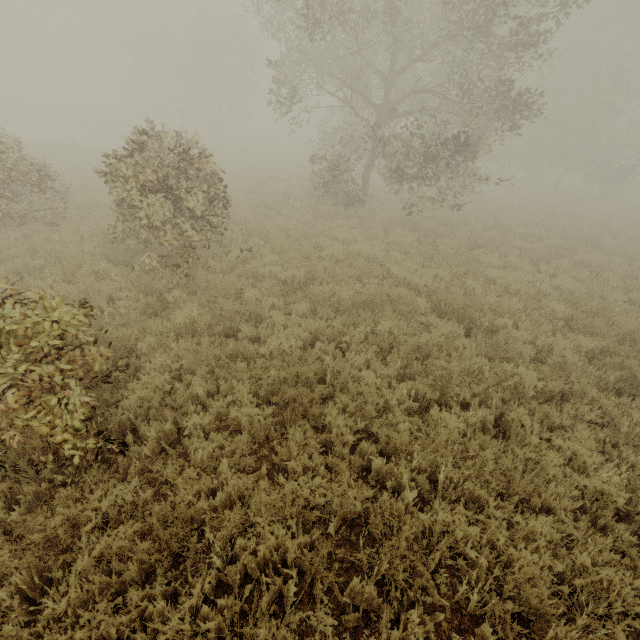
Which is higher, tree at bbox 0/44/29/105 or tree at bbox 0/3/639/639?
tree at bbox 0/44/29/105

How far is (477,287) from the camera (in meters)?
8.35

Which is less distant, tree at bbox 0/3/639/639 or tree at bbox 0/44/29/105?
tree at bbox 0/3/639/639

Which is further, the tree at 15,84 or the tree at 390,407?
the tree at 15,84

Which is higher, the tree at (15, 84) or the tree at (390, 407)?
the tree at (15, 84)
